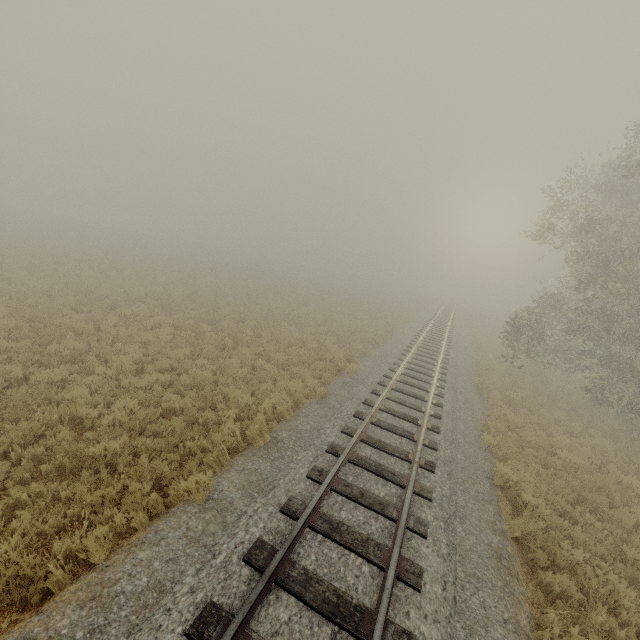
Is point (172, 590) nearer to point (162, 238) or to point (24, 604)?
point (24, 604)
